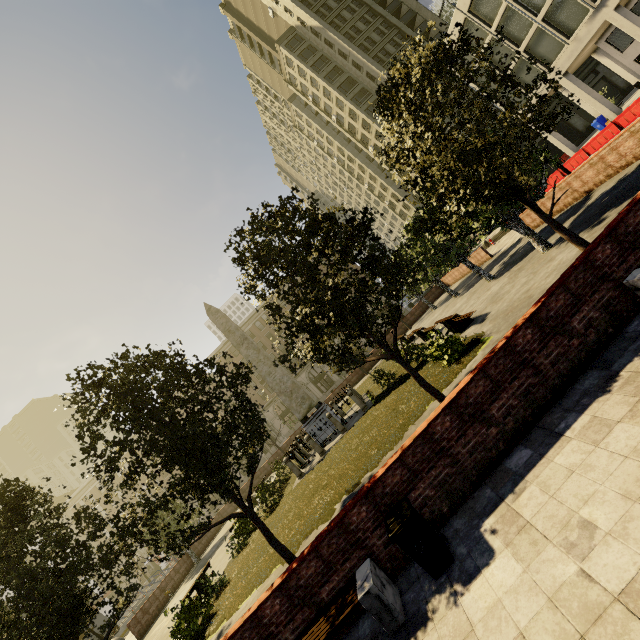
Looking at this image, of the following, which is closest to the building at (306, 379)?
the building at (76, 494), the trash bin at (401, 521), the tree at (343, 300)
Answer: the tree at (343, 300)

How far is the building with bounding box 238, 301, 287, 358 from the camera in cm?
5606

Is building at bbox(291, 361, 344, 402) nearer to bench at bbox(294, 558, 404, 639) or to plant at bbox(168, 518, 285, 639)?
plant at bbox(168, 518, 285, 639)

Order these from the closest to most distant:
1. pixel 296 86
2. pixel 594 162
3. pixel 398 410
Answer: pixel 398 410
pixel 594 162
pixel 296 86

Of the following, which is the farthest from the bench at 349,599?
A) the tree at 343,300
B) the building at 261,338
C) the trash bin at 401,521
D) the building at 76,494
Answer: the building at 76,494

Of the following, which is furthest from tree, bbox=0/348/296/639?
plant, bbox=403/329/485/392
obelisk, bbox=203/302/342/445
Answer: obelisk, bbox=203/302/342/445

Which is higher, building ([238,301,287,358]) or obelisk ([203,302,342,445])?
building ([238,301,287,358])

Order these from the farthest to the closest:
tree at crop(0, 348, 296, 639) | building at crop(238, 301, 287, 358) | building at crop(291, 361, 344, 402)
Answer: building at crop(238, 301, 287, 358) < building at crop(291, 361, 344, 402) < tree at crop(0, 348, 296, 639)
